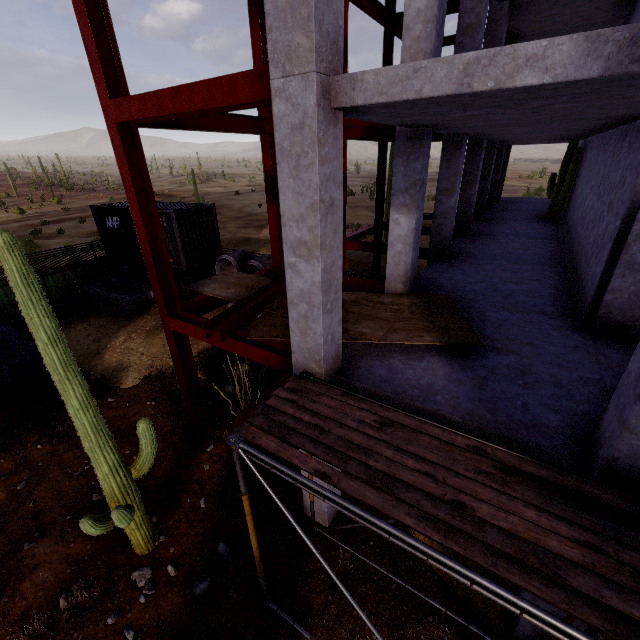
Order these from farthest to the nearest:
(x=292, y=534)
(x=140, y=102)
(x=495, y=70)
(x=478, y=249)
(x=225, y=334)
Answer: (x=478, y=249), (x=292, y=534), (x=225, y=334), (x=140, y=102), (x=495, y=70)

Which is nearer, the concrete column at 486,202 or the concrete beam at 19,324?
the concrete column at 486,202

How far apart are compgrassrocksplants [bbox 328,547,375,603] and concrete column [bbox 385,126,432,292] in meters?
5.9 m

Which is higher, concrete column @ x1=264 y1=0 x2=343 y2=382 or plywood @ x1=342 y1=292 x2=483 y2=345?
concrete column @ x1=264 y1=0 x2=343 y2=382

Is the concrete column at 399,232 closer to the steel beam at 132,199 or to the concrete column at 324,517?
the steel beam at 132,199

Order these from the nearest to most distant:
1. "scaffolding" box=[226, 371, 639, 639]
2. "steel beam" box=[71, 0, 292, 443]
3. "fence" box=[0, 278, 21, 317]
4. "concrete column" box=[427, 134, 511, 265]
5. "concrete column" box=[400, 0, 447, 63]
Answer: "scaffolding" box=[226, 371, 639, 639], "steel beam" box=[71, 0, 292, 443], "concrete column" box=[400, 0, 447, 63], "concrete column" box=[427, 134, 511, 265], "fence" box=[0, 278, 21, 317]

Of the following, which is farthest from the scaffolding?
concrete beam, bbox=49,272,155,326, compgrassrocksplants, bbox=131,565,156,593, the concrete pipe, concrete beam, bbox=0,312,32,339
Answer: concrete beam, bbox=0,312,32,339

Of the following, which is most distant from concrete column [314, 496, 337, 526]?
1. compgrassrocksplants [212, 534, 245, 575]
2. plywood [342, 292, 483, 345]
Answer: compgrassrocksplants [212, 534, 245, 575]
